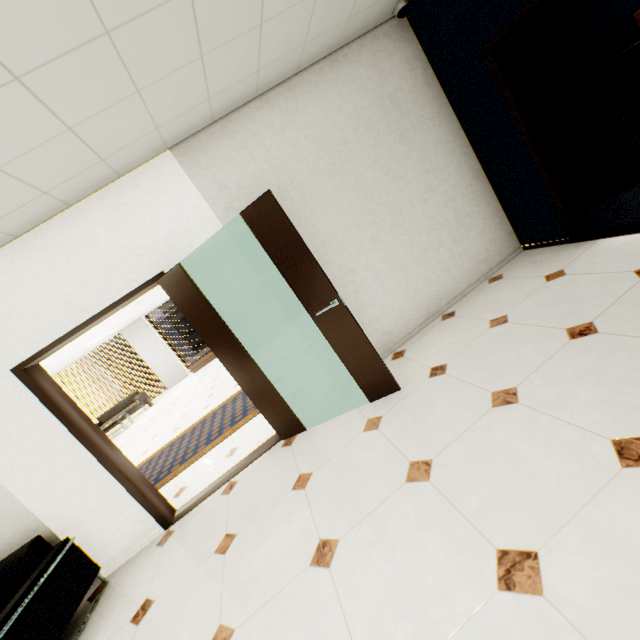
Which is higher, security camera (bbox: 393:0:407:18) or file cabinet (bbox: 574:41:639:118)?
security camera (bbox: 393:0:407:18)

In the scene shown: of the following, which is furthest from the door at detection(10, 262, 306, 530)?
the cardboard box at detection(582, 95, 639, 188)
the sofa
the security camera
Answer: the sofa

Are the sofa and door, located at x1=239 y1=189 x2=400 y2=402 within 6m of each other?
no

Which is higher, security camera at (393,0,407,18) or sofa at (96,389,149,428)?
security camera at (393,0,407,18)

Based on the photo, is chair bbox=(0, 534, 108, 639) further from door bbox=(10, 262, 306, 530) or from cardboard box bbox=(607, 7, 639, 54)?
cardboard box bbox=(607, 7, 639, 54)

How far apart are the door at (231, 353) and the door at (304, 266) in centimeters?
76cm

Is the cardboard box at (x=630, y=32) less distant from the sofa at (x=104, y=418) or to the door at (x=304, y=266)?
the door at (x=304, y=266)

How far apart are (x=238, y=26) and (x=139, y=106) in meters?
0.9 m
